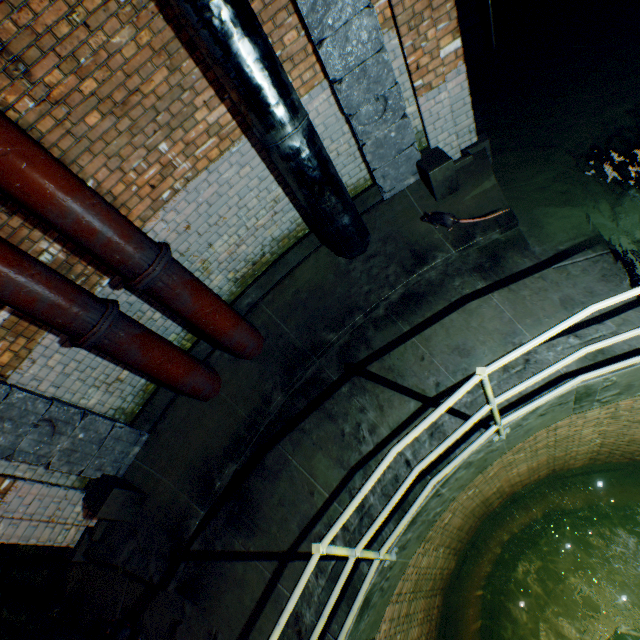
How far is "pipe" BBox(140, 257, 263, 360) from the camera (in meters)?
3.53

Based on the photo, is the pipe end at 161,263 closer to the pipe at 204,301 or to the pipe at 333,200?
the pipe at 204,301

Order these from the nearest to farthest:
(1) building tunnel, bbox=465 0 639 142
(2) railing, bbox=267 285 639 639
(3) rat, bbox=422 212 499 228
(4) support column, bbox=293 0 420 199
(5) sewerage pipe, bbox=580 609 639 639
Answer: (2) railing, bbox=267 285 639 639 → (4) support column, bbox=293 0 420 199 → (3) rat, bbox=422 212 499 228 → (1) building tunnel, bbox=465 0 639 142 → (5) sewerage pipe, bbox=580 609 639 639

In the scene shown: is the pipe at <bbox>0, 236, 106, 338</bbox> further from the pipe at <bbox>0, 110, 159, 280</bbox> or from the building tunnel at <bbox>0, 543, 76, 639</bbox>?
the building tunnel at <bbox>0, 543, 76, 639</bbox>

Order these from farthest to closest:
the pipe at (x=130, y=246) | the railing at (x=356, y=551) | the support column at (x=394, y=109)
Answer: the support column at (x=394, y=109)
the pipe at (x=130, y=246)
the railing at (x=356, y=551)

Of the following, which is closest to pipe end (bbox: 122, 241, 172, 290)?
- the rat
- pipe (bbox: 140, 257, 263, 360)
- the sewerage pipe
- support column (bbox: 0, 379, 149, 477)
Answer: pipe (bbox: 140, 257, 263, 360)

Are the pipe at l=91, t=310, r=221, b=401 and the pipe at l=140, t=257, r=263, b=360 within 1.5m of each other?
yes

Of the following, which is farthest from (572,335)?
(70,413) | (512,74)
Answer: (512,74)
